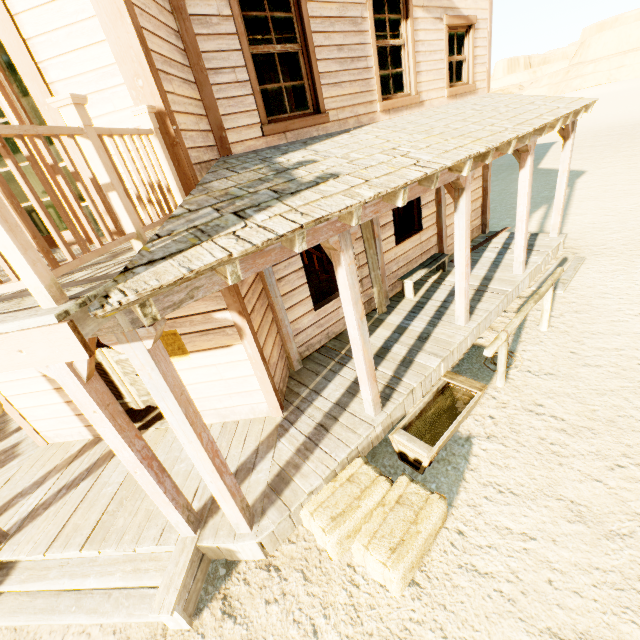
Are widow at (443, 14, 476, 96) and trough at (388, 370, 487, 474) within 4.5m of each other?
no

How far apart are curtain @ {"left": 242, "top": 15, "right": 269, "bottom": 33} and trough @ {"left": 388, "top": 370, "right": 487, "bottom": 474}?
4.57m

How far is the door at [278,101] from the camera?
11.88m

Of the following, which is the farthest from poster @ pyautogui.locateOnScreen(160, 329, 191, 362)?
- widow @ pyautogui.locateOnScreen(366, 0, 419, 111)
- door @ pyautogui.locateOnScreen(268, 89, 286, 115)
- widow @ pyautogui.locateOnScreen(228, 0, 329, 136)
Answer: door @ pyautogui.locateOnScreen(268, 89, 286, 115)

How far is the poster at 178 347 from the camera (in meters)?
4.26

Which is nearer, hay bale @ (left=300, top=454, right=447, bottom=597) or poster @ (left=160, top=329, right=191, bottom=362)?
hay bale @ (left=300, top=454, right=447, bottom=597)

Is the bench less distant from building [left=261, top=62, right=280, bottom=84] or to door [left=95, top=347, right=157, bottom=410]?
building [left=261, top=62, right=280, bottom=84]

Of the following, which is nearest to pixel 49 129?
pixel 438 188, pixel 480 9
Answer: pixel 438 188
